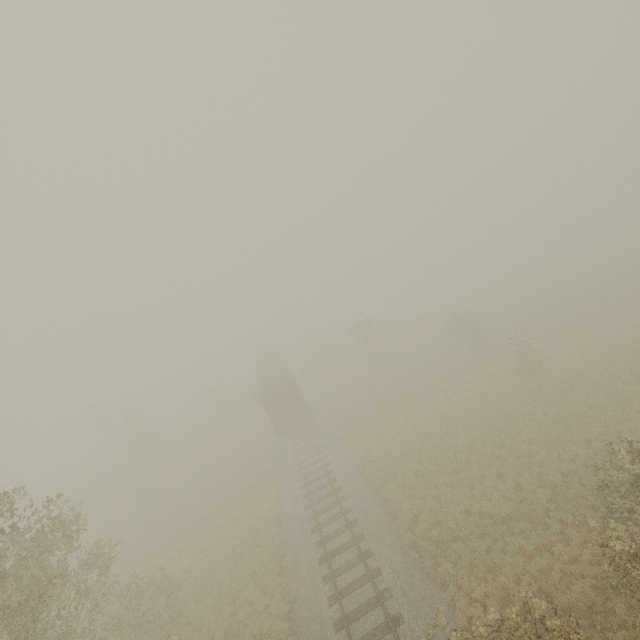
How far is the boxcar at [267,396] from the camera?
27.23m

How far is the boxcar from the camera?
27.2 meters

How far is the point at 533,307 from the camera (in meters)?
34.62
